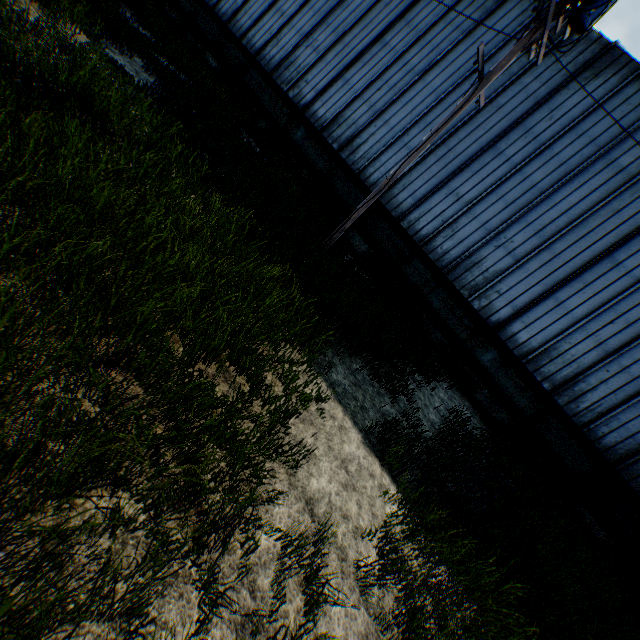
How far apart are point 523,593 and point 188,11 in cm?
2731

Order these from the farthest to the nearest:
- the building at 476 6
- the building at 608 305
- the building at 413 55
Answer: the building at 413 55
the building at 476 6
the building at 608 305

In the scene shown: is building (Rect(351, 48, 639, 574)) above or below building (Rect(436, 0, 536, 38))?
below

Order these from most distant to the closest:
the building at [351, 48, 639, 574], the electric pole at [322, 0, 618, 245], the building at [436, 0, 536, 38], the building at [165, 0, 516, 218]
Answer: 1. the building at [165, 0, 516, 218]
2. the building at [436, 0, 536, 38]
3. the building at [351, 48, 639, 574]
4. the electric pole at [322, 0, 618, 245]

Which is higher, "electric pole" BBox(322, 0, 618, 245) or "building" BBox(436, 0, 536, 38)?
"building" BBox(436, 0, 536, 38)

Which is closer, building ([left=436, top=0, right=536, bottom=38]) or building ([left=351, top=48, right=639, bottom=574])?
building ([left=351, top=48, right=639, bottom=574])

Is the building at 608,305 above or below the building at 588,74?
below
